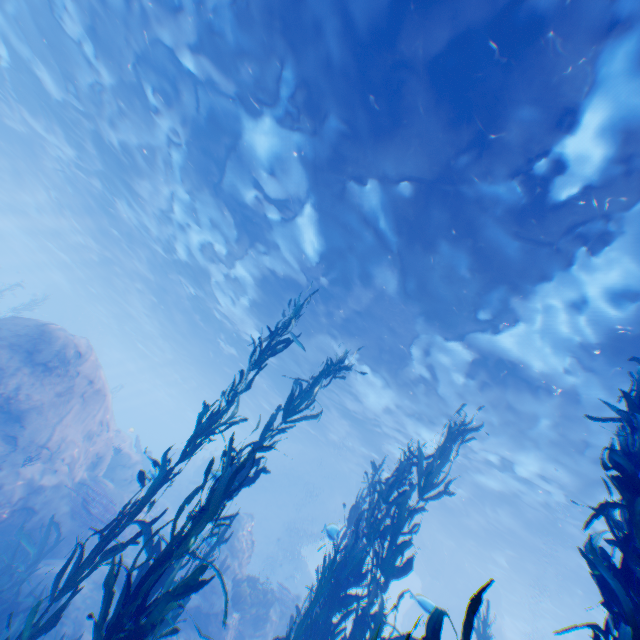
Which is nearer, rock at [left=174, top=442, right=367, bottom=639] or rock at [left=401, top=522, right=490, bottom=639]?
rock at [left=174, top=442, right=367, bottom=639]

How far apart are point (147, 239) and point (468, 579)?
36.3m

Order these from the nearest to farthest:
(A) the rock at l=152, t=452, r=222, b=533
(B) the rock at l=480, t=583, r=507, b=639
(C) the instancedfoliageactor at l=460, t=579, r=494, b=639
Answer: (C) the instancedfoliageactor at l=460, t=579, r=494, b=639 → (A) the rock at l=152, t=452, r=222, b=533 → (B) the rock at l=480, t=583, r=507, b=639

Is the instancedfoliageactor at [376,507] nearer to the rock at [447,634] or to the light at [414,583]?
the rock at [447,634]

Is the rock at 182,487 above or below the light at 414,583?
below

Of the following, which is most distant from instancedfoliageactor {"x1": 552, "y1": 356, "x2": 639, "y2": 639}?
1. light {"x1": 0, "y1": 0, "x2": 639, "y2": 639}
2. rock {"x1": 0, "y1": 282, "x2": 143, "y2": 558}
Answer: light {"x1": 0, "y1": 0, "x2": 639, "y2": 639}
